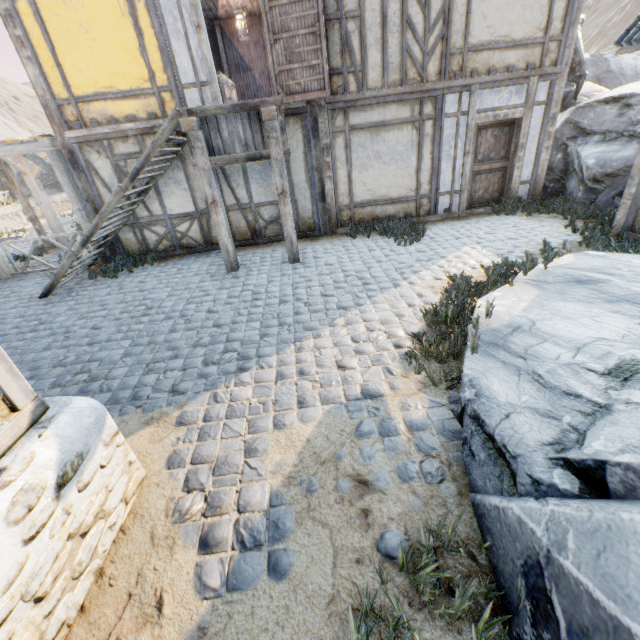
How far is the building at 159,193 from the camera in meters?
7.8

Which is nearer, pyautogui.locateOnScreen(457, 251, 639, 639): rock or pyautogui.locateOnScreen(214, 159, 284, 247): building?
pyautogui.locateOnScreen(457, 251, 639, 639): rock

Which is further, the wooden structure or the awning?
the awning

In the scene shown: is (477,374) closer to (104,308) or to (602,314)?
(602,314)

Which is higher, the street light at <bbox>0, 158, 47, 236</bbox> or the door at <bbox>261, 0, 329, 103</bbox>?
the door at <bbox>261, 0, 329, 103</bbox>

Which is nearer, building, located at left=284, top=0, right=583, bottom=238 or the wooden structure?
the wooden structure

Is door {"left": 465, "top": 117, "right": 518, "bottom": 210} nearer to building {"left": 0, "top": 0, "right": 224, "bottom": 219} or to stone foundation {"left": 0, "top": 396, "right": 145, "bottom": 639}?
building {"left": 0, "top": 0, "right": 224, "bottom": 219}

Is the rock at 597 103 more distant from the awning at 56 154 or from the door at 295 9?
the awning at 56 154
